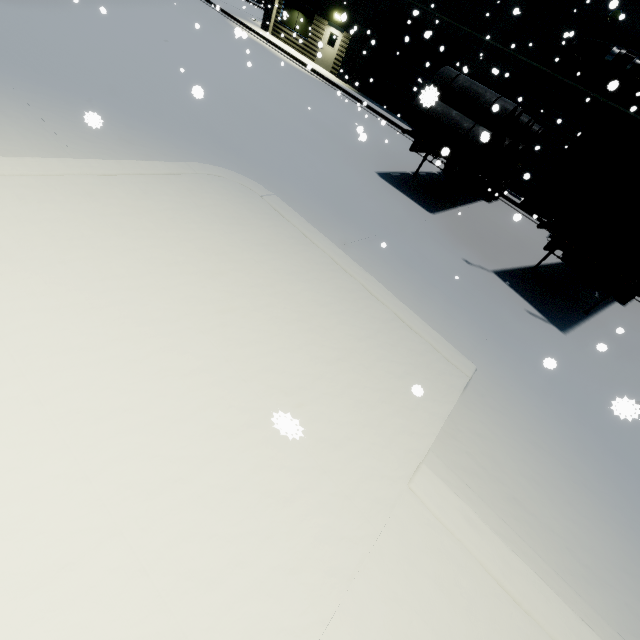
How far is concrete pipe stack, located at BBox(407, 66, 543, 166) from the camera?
8.4 meters

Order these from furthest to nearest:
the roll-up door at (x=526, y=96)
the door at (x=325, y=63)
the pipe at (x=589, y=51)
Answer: the door at (x=325, y=63), the roll-up door at (x=526, y=96), the pipe at (x=589, y=51)

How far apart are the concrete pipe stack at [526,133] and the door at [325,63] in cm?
1469

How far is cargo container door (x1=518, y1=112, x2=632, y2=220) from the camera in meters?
6.1

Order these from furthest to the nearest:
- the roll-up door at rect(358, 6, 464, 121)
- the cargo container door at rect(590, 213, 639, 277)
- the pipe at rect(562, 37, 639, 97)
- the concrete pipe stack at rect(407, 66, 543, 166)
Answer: the roll-up door at rect(358, 6, 464, 121), the pipe at rect(562, 37, 639, 97), the concrete pipe stack at rect(407, 66, 543, 166), the cargo container door at rect(590, 213, 639, 277)

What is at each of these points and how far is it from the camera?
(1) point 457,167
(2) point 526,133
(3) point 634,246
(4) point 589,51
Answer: (1) semi trailer, 9.90m
(2) concrete pipe stack, 11.60m
(3) cargo container door, 6.07m
(4) pipe, 13.72m

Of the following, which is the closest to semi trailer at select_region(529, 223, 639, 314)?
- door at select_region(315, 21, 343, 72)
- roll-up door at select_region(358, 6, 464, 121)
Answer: roll-up door at select_region(358, 6, 464, 121)

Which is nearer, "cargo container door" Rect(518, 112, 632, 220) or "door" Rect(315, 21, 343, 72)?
"cargo container door" Rect(518, 112, 632, 220)
